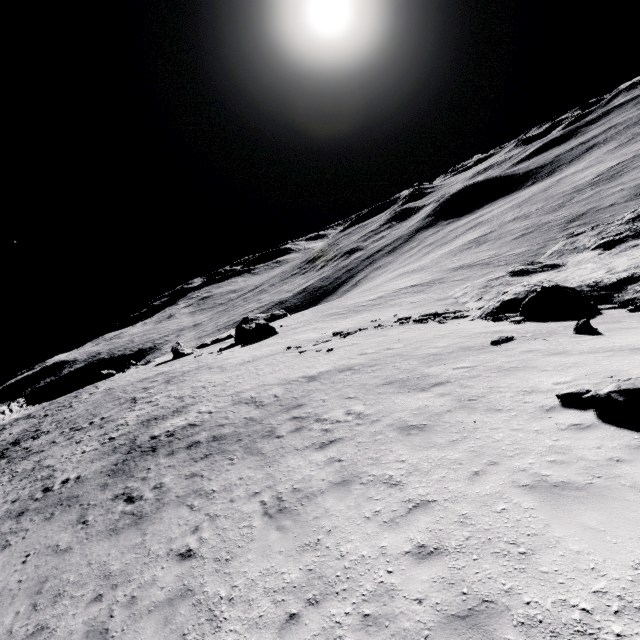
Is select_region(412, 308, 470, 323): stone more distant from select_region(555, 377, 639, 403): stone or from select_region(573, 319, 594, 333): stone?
select_region(555, 377, 639, 403): stone

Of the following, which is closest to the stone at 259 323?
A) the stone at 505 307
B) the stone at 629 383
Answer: Result: the stone at 505 307

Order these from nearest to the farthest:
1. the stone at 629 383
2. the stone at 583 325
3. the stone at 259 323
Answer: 1. the stone at 629 383
2. the stone at 583 325
3. the stone at 259 323

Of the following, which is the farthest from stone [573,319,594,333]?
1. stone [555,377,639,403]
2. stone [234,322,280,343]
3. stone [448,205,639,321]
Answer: stone [234,322,280,343]

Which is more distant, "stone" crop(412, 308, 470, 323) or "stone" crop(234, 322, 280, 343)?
"stone" crop(234, 322, 280, 343)

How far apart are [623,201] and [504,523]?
65.3m

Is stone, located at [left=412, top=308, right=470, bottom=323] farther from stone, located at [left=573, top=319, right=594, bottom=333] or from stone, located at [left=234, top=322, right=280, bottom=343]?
stone, located at [left=234, top=322, right=280, bottom=343]
